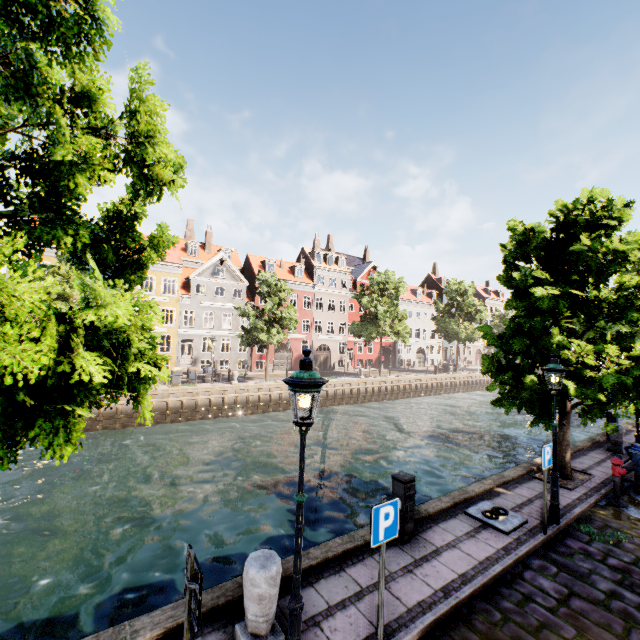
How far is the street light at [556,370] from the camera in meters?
7.4 m

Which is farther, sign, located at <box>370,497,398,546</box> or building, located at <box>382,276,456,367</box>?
building, located at <box>382,276,456,367</box>

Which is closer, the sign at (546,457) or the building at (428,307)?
the sign at (546,457)

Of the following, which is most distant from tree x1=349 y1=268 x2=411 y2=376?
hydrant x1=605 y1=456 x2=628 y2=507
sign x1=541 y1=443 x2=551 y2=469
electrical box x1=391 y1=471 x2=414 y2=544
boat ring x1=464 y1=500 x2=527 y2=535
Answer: electrical box x1=391 y1=471 x2=414 y2=544

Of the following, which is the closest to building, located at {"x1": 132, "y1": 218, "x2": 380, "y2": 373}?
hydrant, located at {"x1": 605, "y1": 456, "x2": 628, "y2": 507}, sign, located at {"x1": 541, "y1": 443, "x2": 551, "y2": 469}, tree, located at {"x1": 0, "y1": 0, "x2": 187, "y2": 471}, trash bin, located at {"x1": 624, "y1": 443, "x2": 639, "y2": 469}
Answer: tree, located at {"x1": 0, "y1": 0, "x2": 187, "y2": 471}

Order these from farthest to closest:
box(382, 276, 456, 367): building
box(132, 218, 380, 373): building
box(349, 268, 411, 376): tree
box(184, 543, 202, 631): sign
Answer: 1. box(382, 276, 456, 367): building
2. box(349, 268, 411, 376): tree
3. box(132, 218, 380, 373): building
4. box(184, 543, 202, 631): sign

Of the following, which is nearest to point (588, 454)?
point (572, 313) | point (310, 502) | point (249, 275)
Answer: point (572, 313)

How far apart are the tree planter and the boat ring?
2.94m
